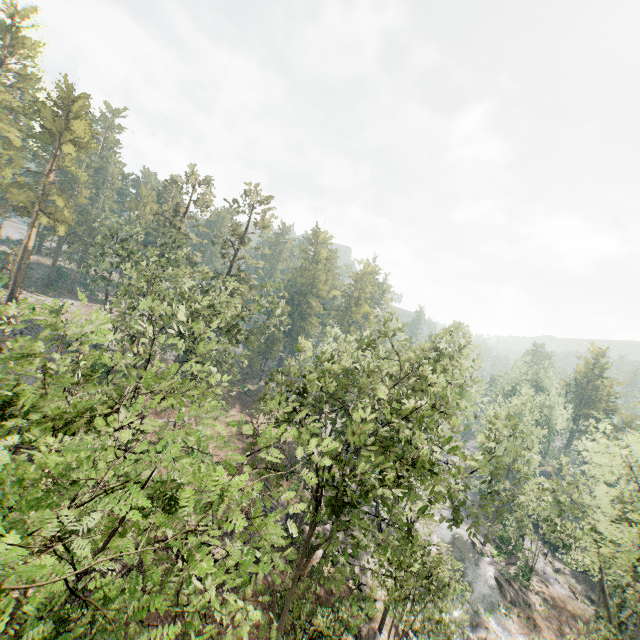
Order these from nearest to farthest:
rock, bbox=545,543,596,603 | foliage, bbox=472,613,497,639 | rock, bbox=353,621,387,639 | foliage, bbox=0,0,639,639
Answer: foliage, bbox=0,0,639,639 → rock, bbox=353,621,387,639 → foliage, bbox=472,613,497,639 → rock, bbox=545,543,596,603

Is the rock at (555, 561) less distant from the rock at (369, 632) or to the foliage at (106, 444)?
the foliage at (106, 444)

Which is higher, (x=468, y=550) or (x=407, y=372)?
(x=407, y=372)

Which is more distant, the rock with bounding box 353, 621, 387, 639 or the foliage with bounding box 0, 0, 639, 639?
the rock with bounding box 353, 621, 387, 639

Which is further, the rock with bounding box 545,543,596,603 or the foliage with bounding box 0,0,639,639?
the rock with bounding box 545,543,596,603

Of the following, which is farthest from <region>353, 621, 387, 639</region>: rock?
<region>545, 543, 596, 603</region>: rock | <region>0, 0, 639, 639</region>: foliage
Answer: <region>545, 543, 596, 603</region>: rock

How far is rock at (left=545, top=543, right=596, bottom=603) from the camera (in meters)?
40.91
